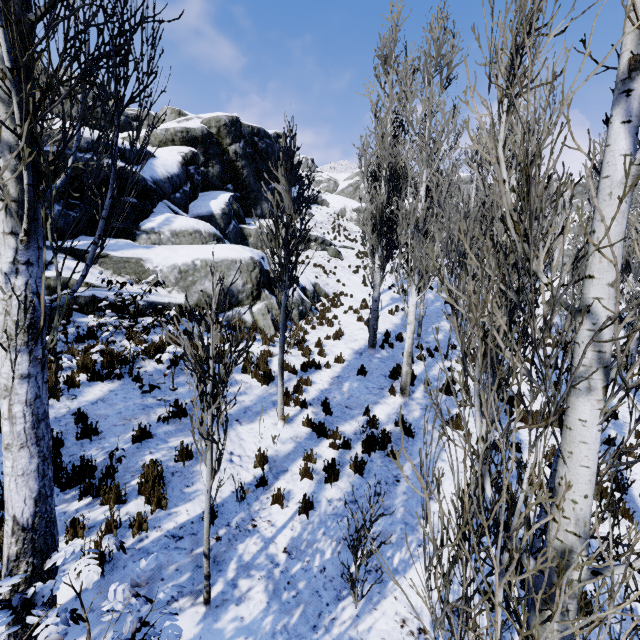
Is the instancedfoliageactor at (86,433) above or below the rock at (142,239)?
below

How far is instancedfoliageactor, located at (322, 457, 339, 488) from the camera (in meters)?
6.20

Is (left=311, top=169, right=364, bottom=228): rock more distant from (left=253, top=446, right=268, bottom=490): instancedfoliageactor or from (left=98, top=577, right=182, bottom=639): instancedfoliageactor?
(left=253, top=446, right=268, bottom=490): instancedfoliageactor

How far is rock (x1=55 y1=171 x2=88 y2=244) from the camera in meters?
10.7 m

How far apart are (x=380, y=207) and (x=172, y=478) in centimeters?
1016cm

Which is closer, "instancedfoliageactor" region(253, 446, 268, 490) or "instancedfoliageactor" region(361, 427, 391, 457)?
"instancedfoliageactor" region(253, 446, 268, 490)

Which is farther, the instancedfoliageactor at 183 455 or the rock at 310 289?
the rock at 310 289
